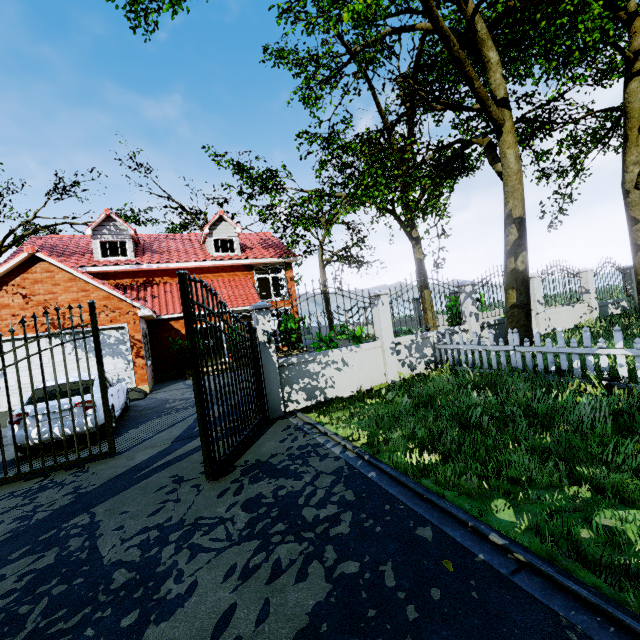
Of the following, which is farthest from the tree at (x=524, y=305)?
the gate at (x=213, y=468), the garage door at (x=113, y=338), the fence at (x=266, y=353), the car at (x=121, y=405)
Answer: the car at (x=121, y=405)

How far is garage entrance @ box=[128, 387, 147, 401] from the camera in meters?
11.7 m

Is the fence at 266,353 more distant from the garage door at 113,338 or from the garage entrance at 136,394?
the garage door at 113,338

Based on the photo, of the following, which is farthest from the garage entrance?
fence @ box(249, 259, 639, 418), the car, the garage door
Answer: fence @ box(249, 259, 639, 418)

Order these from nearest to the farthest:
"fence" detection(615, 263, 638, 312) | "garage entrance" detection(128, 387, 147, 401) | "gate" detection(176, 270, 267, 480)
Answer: "gate" detection(176, 270, 267, 480) → "garage entrance" detection(128, 387, 147, 401) → "fence" detection(615, 263, 638, 312)

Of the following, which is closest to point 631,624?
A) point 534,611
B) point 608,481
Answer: point 534,611

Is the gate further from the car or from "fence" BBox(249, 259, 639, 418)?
the car

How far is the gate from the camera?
4.4 meters
